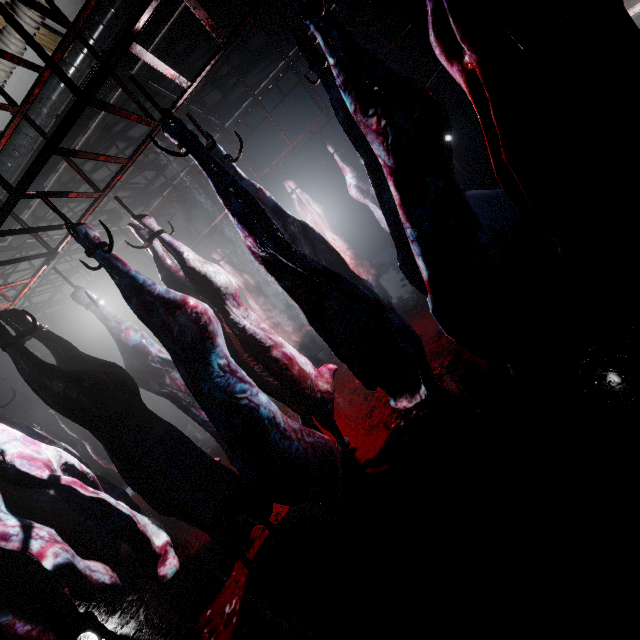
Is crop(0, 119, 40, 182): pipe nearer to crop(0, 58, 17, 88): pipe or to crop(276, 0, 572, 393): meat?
crop(0, 58, 17, 88): pipe

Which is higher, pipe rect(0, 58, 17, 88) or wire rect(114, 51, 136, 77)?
wire rect(114, 51, 136, 77)

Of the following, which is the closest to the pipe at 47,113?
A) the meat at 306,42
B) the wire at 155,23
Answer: the wire at 155,23

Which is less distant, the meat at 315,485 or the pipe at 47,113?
the meat at 315,485

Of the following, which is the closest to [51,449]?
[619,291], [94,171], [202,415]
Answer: [202,415]

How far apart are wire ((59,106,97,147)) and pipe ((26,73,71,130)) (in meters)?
0.12

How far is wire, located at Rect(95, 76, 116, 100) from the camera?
3.6m
